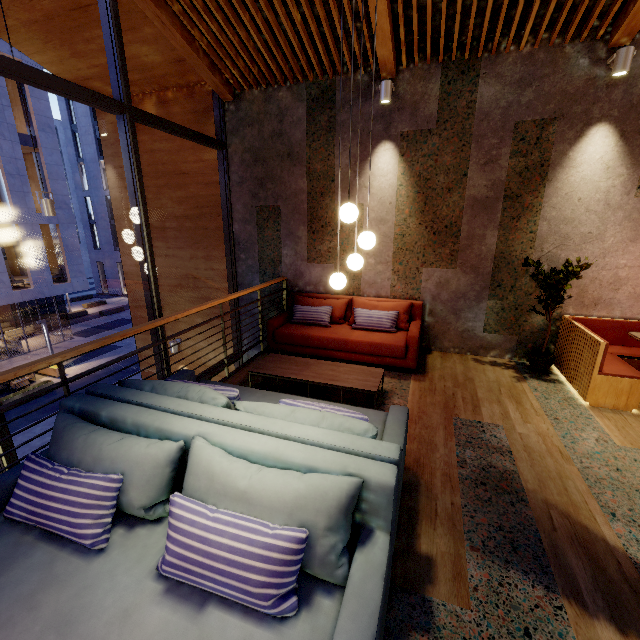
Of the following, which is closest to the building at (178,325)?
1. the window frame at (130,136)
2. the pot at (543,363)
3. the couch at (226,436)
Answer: the window frame at (130,136)

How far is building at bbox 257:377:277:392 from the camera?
4.2m

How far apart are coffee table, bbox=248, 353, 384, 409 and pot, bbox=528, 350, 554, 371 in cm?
235

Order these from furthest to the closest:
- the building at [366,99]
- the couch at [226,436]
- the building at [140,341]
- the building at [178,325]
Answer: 1. the building at [140,341]
2. the building at [178,325]
3. the building at [366,99]
4. the couch at [226,436]

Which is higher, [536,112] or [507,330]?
[536,112]

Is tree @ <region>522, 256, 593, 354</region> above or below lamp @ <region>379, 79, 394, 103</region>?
below

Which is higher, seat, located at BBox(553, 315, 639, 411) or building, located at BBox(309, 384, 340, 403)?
seat, located at BBox(553, 315, 639, 411)

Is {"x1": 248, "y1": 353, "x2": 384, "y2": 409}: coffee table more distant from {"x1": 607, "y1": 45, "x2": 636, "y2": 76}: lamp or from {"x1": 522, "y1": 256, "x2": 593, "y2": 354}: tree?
{"x1": 607, "y1": 45, "x2": 636, "y2": 76}: lamp
